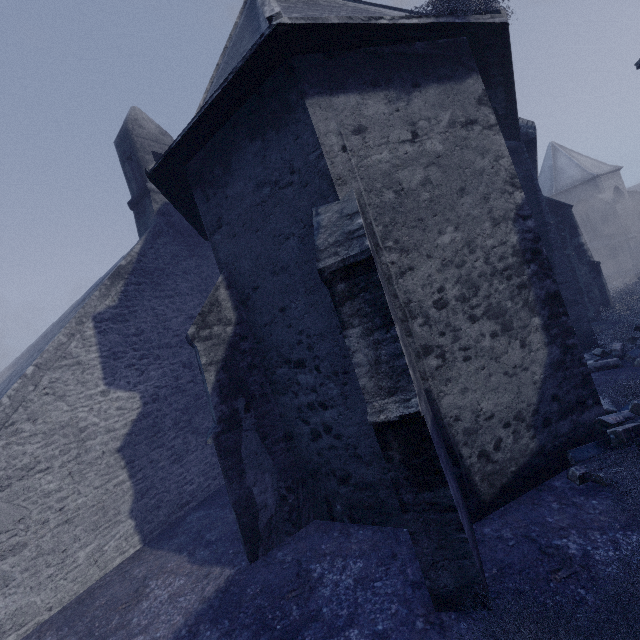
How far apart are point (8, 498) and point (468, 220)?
9.55m

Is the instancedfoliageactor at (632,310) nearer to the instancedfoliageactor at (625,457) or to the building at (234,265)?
the building at (234,265)

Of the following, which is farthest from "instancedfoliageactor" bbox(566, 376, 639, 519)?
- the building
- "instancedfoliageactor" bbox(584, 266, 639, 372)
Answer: "instancedfoliageactor" bbox(584, 266, 639, 372)

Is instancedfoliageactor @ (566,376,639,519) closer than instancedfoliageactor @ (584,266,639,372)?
Yes

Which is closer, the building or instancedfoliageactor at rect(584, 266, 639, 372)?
the building

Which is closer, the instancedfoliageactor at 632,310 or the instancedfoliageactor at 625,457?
the instancedfoliageactor at 625,457

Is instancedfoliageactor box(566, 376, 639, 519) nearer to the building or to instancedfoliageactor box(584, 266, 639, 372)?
the building
